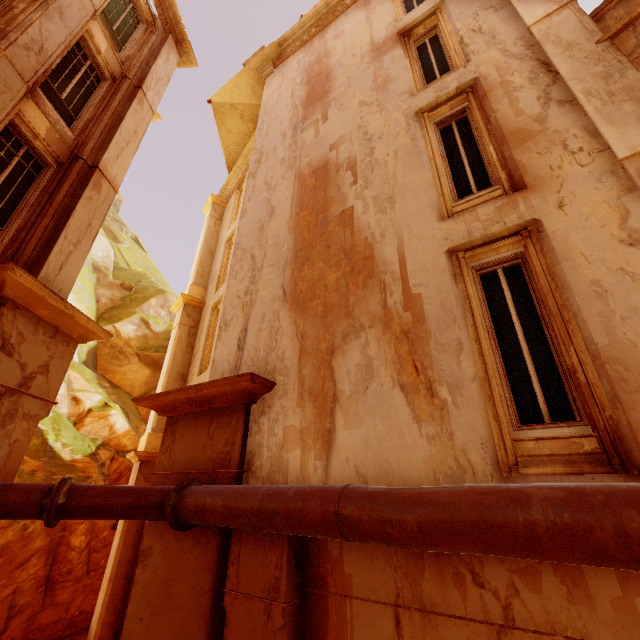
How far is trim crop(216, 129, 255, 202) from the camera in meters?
16.3 m

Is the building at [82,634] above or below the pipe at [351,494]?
below

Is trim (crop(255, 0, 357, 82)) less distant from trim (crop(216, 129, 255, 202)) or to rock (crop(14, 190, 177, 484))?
trim (crop(216, 129, 255, 202))

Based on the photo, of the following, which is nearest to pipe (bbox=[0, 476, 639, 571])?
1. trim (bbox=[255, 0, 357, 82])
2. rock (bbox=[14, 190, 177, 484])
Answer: trim (bbox=[255, 0, 357, 82])

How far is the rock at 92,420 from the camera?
12.4 meters

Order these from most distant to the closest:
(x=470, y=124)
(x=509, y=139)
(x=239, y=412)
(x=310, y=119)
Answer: (x=310, y=119) < (x=470, y=124) < (x=239, y=412) < (x=509, y=139)

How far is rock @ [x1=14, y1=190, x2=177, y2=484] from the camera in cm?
1241

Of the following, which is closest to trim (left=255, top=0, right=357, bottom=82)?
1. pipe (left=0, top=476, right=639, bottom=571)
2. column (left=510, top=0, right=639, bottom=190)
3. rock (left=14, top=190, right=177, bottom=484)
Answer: column (left=510, top=0, right=639, bottom=190)
